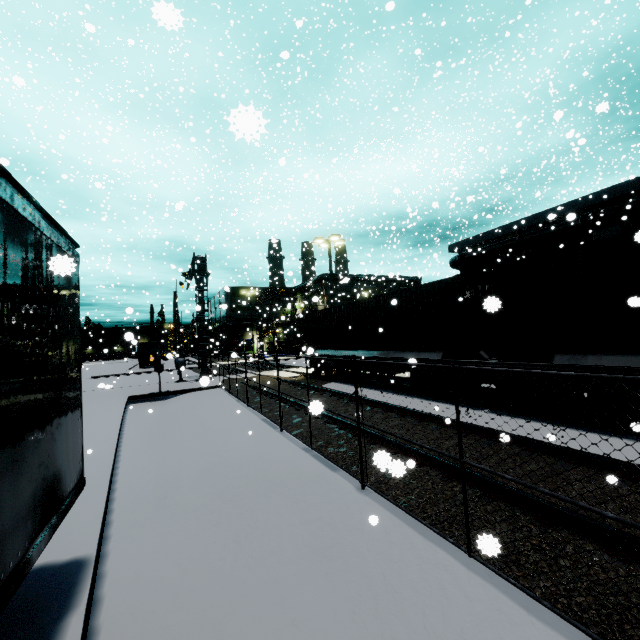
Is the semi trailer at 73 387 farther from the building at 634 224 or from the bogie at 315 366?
the bogie at 315 366

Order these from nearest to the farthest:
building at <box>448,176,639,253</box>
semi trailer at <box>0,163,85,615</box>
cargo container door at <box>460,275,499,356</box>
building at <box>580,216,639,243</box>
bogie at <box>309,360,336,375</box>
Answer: semi trailer at <box>0,163,85,615</box>
cargo container door at <box>460,275,499,356</box>
building at <box>580,216,639,243</box>
bogie at <box>309,360,336,375</box>
building at <box>448,176,639,253</box>

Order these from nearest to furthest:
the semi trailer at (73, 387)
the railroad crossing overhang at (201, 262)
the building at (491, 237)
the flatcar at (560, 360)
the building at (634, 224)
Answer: the semi trailer at (73, 387)
the flatcar at (560, 360)
the building at (634, 224)
the building at (491, 237)
the railroad crossing overhang at (201, 262)

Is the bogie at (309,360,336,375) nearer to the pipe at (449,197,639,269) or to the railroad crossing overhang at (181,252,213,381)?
the railroad crossing overhang at (181,252,213,381)

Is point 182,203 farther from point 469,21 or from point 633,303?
point 469,21

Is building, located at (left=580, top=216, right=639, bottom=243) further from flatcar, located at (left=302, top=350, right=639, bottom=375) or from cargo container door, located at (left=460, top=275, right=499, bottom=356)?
cargo container door, located at (left=460, top=275, right=499, bottom=356)

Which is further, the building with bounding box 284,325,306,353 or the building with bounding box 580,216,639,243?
the building with bounding box 284,325,306,353

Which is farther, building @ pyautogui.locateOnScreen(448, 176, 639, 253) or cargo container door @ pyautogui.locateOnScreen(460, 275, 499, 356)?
building @ pyautogui.locateOnScreen(448, 176, 639, 253)
